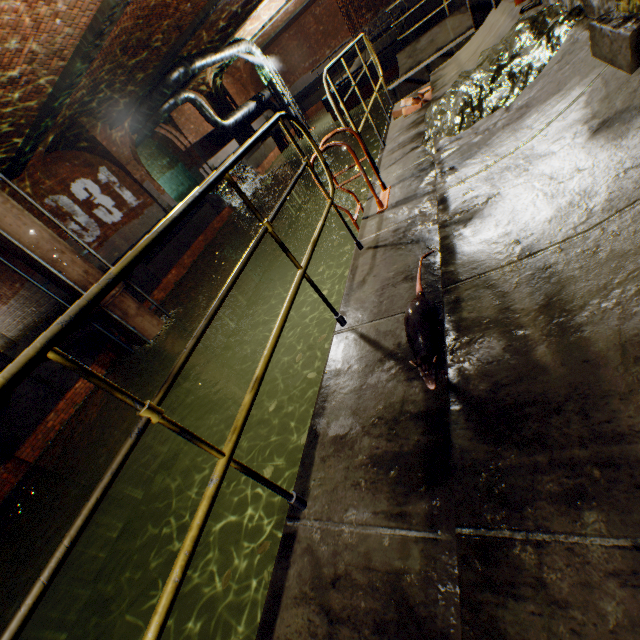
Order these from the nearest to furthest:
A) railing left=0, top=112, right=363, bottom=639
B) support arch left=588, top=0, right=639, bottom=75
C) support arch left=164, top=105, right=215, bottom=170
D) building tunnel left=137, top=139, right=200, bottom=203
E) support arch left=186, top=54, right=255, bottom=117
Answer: railing left=0, top=112, right=363, bottom=639 < support arch left=588, top=0, right=639, bottom=75 < support arch left=164, top=105, right=215, bottom=170 < building tunnel left=137, top=139, right=200, bottom=203 < support arch left=186, top=54, right=255, bottom=117

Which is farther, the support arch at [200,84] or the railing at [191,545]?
the support arch at [200,84]

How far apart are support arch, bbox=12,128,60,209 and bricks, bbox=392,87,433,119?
11.08m

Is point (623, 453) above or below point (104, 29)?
below

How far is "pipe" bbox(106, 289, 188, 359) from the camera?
8.80m

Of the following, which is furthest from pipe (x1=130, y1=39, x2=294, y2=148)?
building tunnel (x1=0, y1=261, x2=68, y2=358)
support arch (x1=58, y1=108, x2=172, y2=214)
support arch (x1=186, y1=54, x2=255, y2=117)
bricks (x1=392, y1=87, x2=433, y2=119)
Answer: bricks (x1=392, y1=87, x2=433, y2=119)

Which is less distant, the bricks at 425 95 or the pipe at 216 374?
the bricks at 425 95

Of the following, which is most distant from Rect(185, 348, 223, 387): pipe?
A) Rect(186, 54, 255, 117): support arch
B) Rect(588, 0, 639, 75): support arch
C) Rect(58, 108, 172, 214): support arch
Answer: Rect(186, 54, 255, 117): support arch
